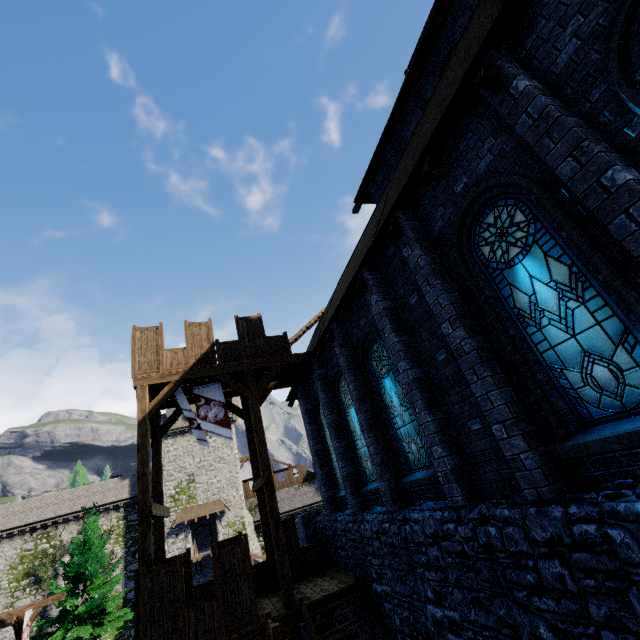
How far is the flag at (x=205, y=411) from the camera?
11.75m

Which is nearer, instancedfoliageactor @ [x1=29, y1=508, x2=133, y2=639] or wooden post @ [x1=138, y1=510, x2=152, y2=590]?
wooden post @ [x1=138, y1=510, x2=152, y2=590]

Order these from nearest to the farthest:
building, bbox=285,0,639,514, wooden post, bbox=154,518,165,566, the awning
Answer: building, bbox=285,0,639,514 → wooden post, bbox=154,518,165,566 → the awning

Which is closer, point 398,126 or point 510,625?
point 510,625

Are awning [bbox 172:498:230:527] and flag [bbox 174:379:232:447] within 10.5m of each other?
no

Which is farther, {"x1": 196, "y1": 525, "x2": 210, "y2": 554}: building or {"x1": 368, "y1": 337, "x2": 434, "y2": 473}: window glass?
{"x1": 196, "y1": 525, "x2": 210, "y2": 554}: building

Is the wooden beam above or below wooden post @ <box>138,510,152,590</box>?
above

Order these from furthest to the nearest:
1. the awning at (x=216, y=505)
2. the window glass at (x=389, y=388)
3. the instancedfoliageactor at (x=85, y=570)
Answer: the awning at (x=216, y=505) → the instancedfoliageactor at (x=85, y=570) → the window glass at (x=389, y=388)
